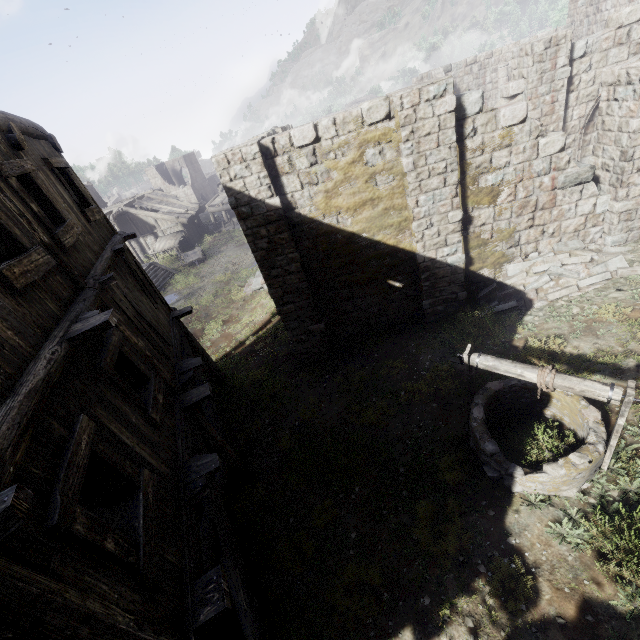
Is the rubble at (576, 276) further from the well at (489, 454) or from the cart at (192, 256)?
the cart at (192, 256)

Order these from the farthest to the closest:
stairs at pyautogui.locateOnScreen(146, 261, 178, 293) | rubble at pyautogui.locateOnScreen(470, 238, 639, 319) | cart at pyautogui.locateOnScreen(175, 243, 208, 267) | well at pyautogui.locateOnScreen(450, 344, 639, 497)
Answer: cart at pyautogui.locateOnScreen(175, 243, 208, 267) < stairs at pyautogui.locateOnScreen(146, 261, 178, 293) < rubble at pyautogui.locateOnScreen(470, 238, 639, 319) < well at pyautogui.locateOnScreen(450, 344, 639, 497)

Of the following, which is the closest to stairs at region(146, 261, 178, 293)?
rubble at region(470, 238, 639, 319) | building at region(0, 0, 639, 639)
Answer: building at region(0, 0, 639, 639)

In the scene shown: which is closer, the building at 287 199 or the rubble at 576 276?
the building at 287 199

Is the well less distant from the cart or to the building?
the building

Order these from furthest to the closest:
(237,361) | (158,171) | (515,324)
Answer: (158,171)
(237,361)
(515,324)

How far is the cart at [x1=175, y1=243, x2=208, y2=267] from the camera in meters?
27.8

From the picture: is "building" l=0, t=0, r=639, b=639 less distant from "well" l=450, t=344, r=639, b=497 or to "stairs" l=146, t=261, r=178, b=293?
"stairs" l=146, t=261, r=178, b=293
